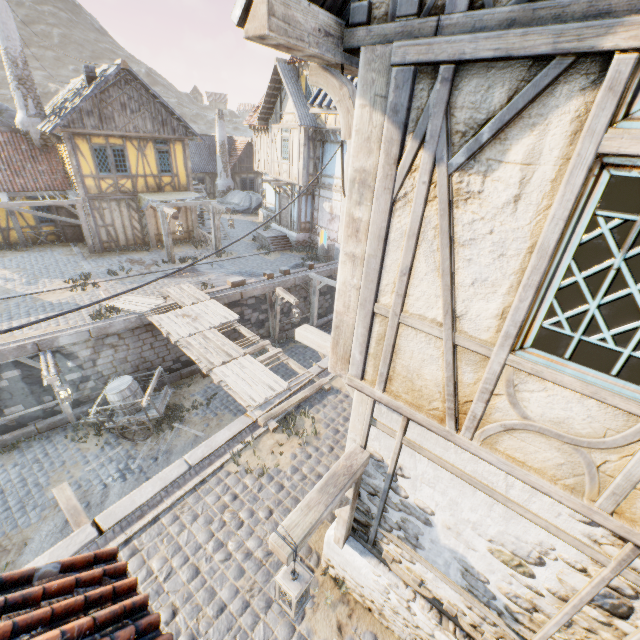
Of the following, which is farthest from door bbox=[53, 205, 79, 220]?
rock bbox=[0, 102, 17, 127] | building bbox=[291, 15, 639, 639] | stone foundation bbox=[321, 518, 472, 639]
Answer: stone foundation bbox=[321, 518, 472, 639]

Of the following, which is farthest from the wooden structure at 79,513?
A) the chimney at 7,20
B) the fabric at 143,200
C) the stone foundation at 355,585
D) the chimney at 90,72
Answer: the chimney at 7,20

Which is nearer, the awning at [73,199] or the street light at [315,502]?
the street light at [315,502]

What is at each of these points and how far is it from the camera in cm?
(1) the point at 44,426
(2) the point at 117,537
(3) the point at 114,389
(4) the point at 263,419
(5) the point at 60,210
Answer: (1) stone blocks, 1120
(2) stone gutter, 566
(3) barrel, 1089
(4) wooden structure, 801
(5) door, 1819

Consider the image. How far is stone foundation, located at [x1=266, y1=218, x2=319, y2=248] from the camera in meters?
20.8 m

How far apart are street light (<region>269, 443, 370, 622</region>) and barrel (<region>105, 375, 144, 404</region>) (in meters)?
8.97

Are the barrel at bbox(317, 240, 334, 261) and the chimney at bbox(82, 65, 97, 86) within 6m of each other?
no

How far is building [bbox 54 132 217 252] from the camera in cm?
1603
